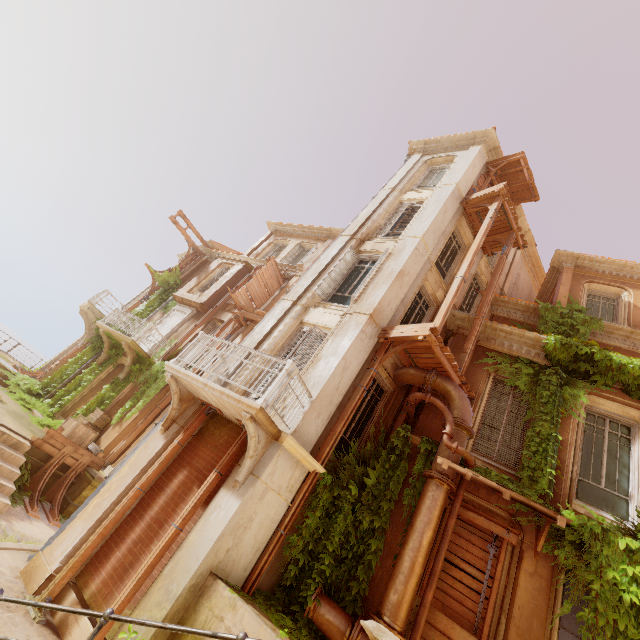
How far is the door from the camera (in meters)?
17.43

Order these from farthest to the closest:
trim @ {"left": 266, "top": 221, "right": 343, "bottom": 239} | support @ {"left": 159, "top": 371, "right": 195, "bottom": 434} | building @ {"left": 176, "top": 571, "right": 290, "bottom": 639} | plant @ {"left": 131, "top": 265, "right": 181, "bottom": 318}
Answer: trim @ {"left": 266, "top": 221, "right": 343, "bottom": 239} < plant @ {"left": 131, "top": 265, "right": 181, "bottom": 318} < support @ {"left": 159, "top": 371, "right": 195, "bottom": 434} < building @ {"left": 176, "top": 571, "right": 290, "bottom": 639}

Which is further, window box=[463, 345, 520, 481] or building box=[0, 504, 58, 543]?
window box=[463, 345, 520, 481]

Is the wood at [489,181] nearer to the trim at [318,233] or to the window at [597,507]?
the window at [597,507]

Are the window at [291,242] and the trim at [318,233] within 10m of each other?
yes

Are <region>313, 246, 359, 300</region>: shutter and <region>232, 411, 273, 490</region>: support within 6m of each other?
yes

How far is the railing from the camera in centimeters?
627cm

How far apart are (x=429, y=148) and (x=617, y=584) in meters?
17.1
